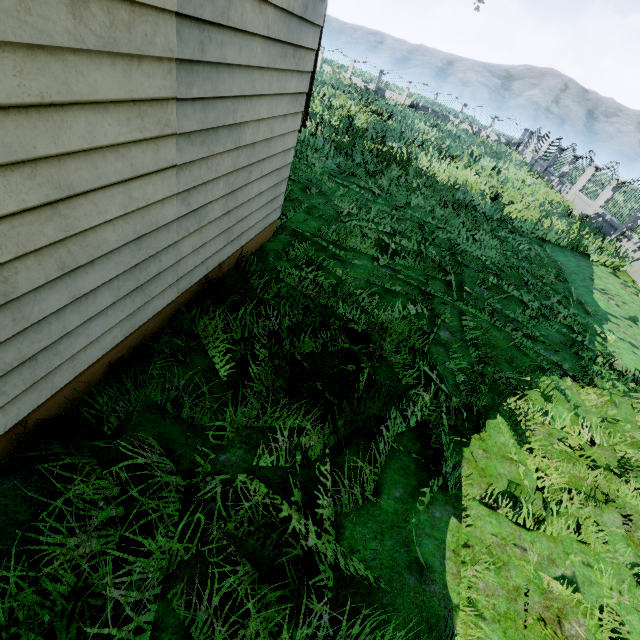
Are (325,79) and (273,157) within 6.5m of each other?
no
